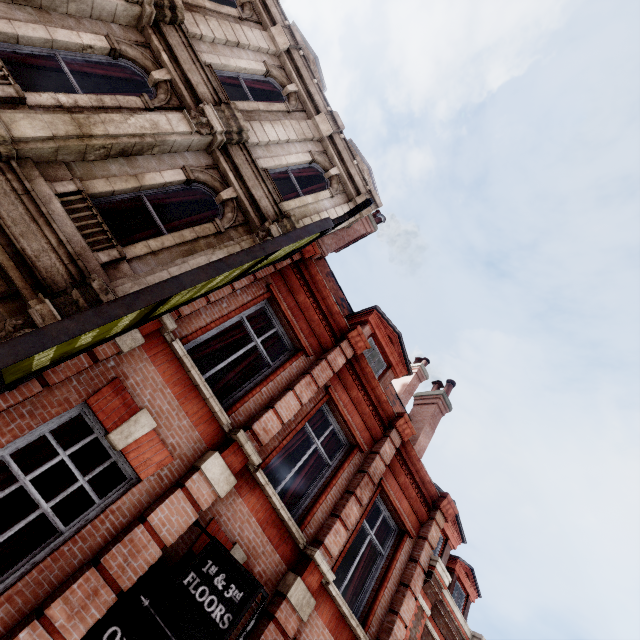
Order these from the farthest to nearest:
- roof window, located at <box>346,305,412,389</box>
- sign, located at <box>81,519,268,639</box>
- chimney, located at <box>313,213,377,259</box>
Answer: chimney, located at <box>313,213,377,259</box>
roof window, located at <box>346,305,412,389</box>
sign, located at <box>81,519,268,639</box>

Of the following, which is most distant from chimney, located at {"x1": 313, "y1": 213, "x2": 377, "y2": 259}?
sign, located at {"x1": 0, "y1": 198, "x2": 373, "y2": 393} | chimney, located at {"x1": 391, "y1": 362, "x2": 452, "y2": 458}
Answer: chimney, located at {"x1": 391, "y1": 362, "x2": 452, "y2": 458}

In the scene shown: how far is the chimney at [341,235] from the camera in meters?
10.5

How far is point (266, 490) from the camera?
5.3m

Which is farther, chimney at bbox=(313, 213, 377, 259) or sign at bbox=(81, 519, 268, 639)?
chimney at bbox=(313, 213, 377, 259)

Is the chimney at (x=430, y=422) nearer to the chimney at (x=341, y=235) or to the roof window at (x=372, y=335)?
the roof window at (x=372, y=335)

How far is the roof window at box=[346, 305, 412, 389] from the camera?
9.79m

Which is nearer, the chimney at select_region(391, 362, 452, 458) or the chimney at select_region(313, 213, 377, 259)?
the chimney at select_region(313, 213, 377, 259)
